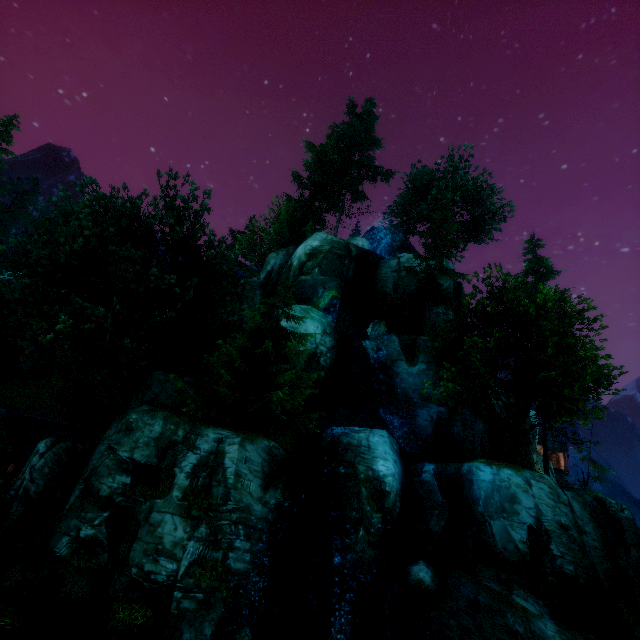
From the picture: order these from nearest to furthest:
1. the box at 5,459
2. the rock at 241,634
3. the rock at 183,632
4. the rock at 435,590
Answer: the rock at 183,632 < the rock at 241,634 < the rock at 435,590 < the box at 5,459

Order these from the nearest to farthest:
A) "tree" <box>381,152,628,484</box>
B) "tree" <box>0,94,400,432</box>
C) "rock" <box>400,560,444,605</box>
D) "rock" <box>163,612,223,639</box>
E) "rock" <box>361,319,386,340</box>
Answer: "rock" <box>163,612,223,639</box> < "rock" <box>400,560,444,605</box> < "tree" <box>0,94,400,432</box> < "tree" <box>381,152,628,484</box> < "rock" <box>361,319,386,340</box>

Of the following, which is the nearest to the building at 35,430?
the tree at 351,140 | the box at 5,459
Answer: the box at 5,459

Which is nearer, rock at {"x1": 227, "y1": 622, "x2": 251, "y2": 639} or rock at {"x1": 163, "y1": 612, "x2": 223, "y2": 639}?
rock at {"x1": 163, "y1": 612, "x2": 223, "y2": 639}

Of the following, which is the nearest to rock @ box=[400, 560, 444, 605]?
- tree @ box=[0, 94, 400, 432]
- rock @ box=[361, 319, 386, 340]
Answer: tree @ box=[0, 94, 400, 432]

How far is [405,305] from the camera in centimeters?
2981cm

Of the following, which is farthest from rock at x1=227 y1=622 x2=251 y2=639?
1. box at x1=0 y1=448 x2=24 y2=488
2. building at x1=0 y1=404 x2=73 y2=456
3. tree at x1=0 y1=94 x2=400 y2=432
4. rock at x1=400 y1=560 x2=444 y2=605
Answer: box at x1=0 y1=448 x2=24 y2=488

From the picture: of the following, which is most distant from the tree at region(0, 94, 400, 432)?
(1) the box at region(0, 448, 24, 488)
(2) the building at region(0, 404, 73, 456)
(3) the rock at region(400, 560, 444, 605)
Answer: (3) the rock at region(400, 560, 444, 605)
